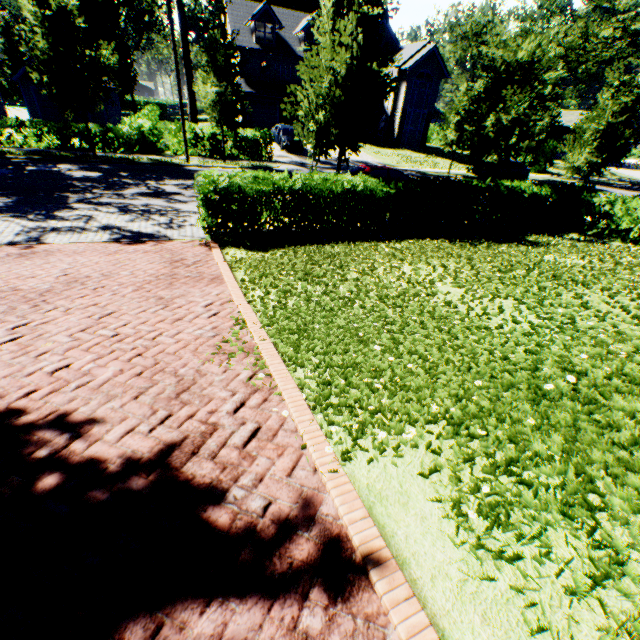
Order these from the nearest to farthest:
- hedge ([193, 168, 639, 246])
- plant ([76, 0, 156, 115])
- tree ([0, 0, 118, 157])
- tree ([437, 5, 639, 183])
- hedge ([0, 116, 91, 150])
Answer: hedge ([193, 168, 639, 246]), tree ([437, 5, 639, 183]), tree ([0, 0, 118, 157]), hedge ([0, 116, 91, 150]), plant ([76, 0, 156, 115])

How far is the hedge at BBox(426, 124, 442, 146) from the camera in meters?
45.6 m

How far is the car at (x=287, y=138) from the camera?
26.1 meters

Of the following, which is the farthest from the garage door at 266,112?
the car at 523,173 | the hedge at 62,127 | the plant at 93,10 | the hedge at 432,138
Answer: the hedge at 432,138

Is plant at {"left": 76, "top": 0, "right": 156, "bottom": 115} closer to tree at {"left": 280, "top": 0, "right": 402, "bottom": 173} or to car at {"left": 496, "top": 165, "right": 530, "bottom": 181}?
tree at {"left": 280, "top": 0, "right": 402, "bottom": 173}

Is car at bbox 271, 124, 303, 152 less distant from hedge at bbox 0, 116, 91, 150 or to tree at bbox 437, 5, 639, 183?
tree at bbox 437, 5, 639, 183

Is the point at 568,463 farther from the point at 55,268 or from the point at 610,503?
the point at 55,268

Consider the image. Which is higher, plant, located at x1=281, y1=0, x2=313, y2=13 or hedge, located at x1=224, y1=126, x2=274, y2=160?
plant, located at x1=281, y1=0, x2=313, y2=13
